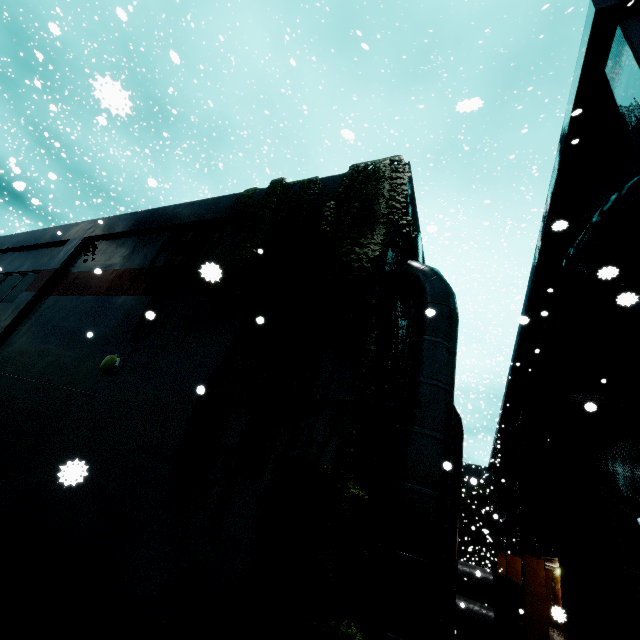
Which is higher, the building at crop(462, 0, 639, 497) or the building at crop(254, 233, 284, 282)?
the building at crop(462, 0, 639, 497)

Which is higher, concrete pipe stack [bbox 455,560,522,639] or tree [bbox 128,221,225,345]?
tree [bbox 128,221,225,345]

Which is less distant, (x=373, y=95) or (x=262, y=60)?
(x=373, y=95)

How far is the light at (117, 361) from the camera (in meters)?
6.71

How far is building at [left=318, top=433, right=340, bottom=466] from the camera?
4.0 meters

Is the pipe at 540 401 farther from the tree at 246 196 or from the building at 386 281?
the tree at 246 196

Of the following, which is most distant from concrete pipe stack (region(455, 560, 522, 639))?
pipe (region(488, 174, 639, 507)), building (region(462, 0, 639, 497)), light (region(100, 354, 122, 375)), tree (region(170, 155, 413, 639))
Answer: light (region(100, 354, 122, 375))

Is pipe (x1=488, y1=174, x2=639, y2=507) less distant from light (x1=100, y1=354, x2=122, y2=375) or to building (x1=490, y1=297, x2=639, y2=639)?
building (x1=490, y1=297, x2=639, y2=639)
